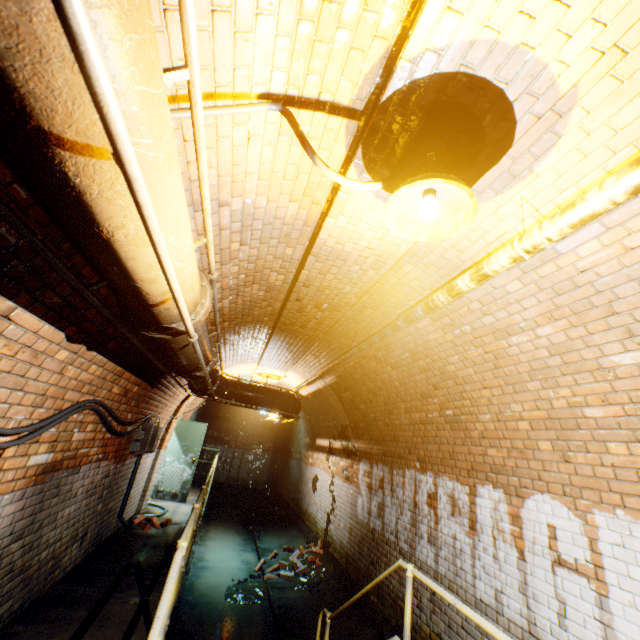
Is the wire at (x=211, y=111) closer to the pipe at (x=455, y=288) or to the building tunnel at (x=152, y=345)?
the building tunnel at (x=152, y=345)

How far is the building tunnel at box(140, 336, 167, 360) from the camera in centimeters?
372cm

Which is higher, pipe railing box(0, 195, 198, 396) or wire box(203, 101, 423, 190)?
wire box(203, 101, 423, 190)

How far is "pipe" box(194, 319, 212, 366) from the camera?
2.70m

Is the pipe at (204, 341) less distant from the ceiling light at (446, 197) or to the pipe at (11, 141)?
the pipe at (11, 141)

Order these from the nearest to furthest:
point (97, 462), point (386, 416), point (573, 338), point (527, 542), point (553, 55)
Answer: point (553, 55) → point (573, 338) → point (527, 542) → point (97, 462) → point (386, 416)

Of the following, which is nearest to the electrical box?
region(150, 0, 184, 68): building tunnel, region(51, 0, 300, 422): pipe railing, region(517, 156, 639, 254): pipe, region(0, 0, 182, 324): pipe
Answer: region(150, 0, 184, 68): building tunnel

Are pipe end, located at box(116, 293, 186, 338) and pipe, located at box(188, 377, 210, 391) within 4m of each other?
yes
